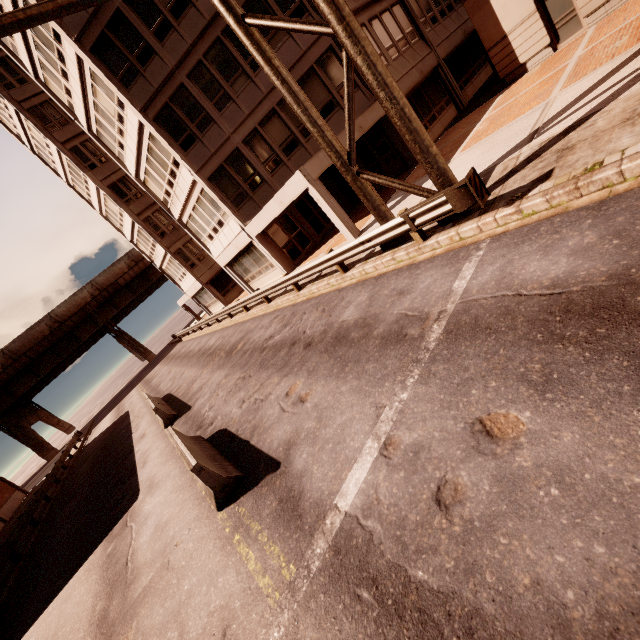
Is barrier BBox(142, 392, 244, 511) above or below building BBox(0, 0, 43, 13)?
below

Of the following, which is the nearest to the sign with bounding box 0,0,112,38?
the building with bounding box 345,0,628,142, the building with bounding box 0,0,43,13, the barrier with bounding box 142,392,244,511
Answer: the building with bounding box 0,0,43,13

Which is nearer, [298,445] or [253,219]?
[298,445]

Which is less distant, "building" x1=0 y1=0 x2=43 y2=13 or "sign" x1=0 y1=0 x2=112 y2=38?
"sign" x1=0 y1=0 x2=112 y2=38

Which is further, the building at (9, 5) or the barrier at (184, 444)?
the building at (9, 5)

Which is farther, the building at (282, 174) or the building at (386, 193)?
the building at (386, 193)

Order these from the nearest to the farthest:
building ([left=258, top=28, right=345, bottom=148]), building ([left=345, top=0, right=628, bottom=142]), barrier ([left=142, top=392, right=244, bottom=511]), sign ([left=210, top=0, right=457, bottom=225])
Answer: barrier ([left=142, top=392, right=244, bottom=511]), sign ([left=210, top=0, right=457, bottom=225]), building ([left=345, top=0, right=628, bottom=142]), building ([left=258, top=28, right=345, bottom=148])
